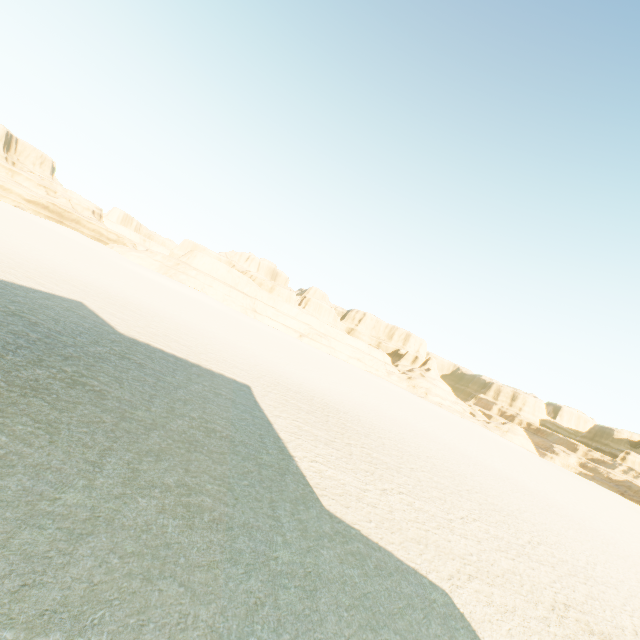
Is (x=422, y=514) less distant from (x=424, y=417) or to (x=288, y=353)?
(x=288, y=353)
